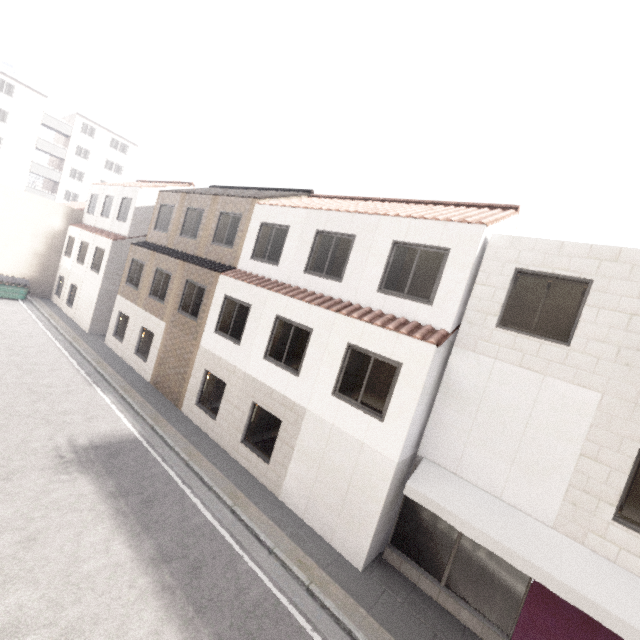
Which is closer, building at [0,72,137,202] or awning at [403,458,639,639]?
awning at [403,458,639,639]

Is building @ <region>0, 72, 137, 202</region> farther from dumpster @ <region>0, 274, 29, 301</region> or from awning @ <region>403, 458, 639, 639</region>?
awning @ <region>403, 458, 639, 639</region>

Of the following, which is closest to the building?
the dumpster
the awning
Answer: the dumpster

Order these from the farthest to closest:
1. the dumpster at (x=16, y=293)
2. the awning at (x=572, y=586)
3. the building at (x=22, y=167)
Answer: the building at (x=22, y=167) < the dumpster at (x=16, y=293) < the awning at (x=572, y=586)

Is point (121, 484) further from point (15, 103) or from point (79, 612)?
point (15, 103)

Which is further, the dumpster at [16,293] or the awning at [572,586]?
the dumpster at [16,293]
